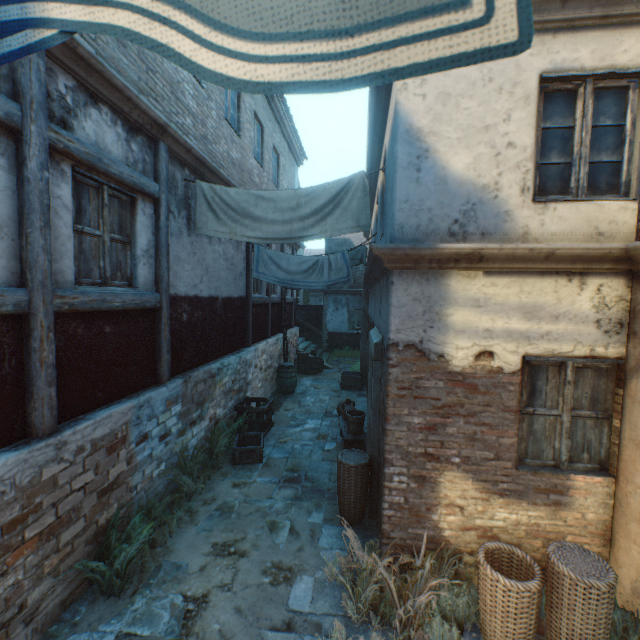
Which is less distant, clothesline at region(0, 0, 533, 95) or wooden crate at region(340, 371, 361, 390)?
clothesline at region(0, 0, 533, 95)

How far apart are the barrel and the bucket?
4.2m

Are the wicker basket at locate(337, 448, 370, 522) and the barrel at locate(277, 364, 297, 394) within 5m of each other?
no

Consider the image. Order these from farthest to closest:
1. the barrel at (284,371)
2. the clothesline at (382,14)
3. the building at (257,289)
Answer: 1. the barrel at (284,371)
2. the building at (257,289)
3. the clothesline at (382,14)

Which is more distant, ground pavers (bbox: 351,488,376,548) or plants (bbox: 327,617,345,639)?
ground pavers (bbox: 351,488,376,548)

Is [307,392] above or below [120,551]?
below

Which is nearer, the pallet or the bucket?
the pallet

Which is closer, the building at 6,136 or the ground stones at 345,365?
the building at 6,136
